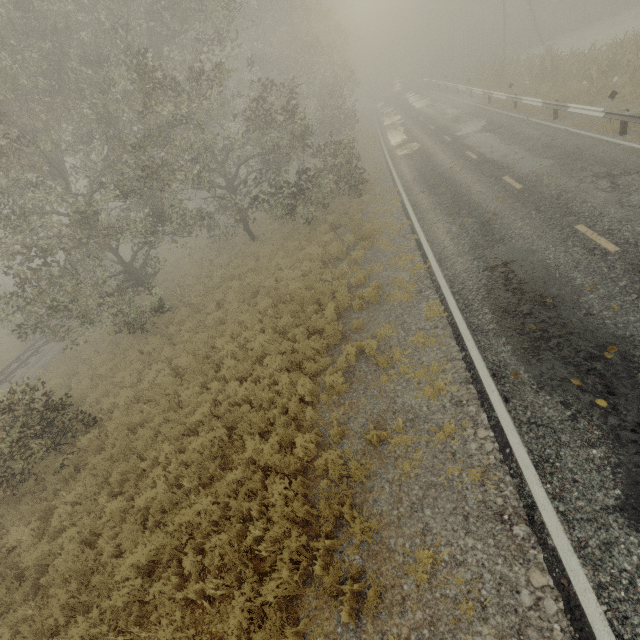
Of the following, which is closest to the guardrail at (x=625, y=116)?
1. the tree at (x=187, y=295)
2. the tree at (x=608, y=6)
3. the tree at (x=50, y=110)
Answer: the tree at (x=608, y=6)

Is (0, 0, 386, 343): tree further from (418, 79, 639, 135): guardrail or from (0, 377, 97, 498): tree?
(418, 79, 639, 135): guardrail

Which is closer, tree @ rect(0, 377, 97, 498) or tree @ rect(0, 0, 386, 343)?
tree @ rect(0, 377, 97, 498)

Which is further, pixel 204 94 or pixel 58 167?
pixel 58 167

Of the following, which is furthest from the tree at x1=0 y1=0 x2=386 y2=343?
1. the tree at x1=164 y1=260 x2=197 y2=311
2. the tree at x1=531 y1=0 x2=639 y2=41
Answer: the tree at x1=531 y1=0 x2=639 y2=41

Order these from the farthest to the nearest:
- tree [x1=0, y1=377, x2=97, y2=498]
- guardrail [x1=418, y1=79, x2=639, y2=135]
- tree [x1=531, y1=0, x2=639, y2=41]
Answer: tree [x1=531, y1=0, x2=639, y2=41] → guardrail [x1=418, y1=79, x2=639, y2=135] → tree [x1=0, y1=377, x2=97, y2=498]

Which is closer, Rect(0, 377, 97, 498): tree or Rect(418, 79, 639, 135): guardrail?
Rect(0, 377, 97, 498): tree

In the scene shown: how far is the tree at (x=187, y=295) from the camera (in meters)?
15.93
